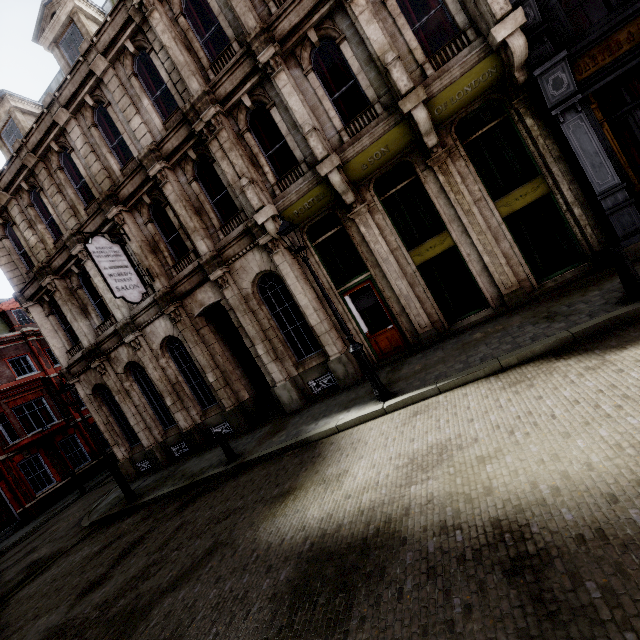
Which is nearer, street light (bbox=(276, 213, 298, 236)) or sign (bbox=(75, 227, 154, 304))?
street light (bbox=(276, 213, 298, 236))

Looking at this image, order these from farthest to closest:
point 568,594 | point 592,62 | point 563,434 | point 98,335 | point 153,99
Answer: point 98,335
point 153,99
point 592,62
point 563,434
point 568,594

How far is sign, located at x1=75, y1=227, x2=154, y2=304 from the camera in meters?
10.2

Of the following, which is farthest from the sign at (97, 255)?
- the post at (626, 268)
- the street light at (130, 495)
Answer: the post at (626, 268)

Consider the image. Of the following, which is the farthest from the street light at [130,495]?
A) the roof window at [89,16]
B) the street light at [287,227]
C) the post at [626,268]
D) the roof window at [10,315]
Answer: the roof window at [10,315]

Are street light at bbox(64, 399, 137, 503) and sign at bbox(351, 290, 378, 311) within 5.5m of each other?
no

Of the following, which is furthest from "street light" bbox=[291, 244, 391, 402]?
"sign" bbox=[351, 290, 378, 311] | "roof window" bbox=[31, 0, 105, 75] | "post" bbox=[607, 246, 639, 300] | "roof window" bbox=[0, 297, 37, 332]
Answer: "roof window" bbox=[0, 297, 37, 332]

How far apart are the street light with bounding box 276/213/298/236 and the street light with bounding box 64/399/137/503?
9.67m
